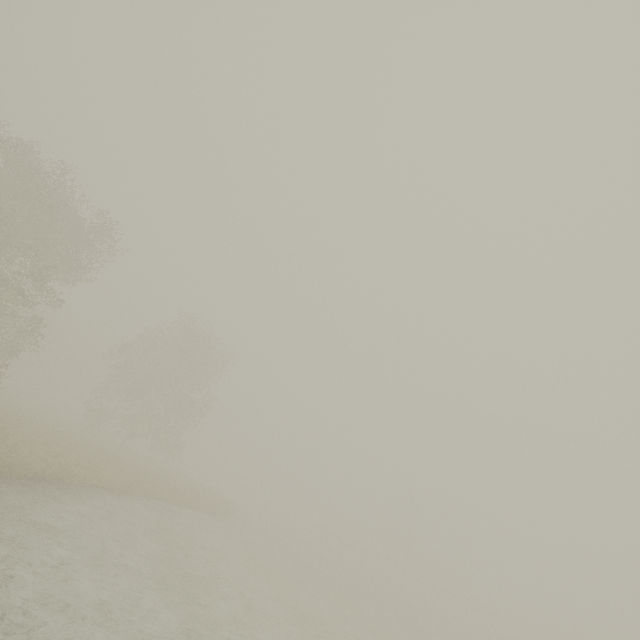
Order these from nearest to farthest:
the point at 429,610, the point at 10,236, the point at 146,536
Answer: the point at 146,536, the point at 10,236, the point at 429,610
